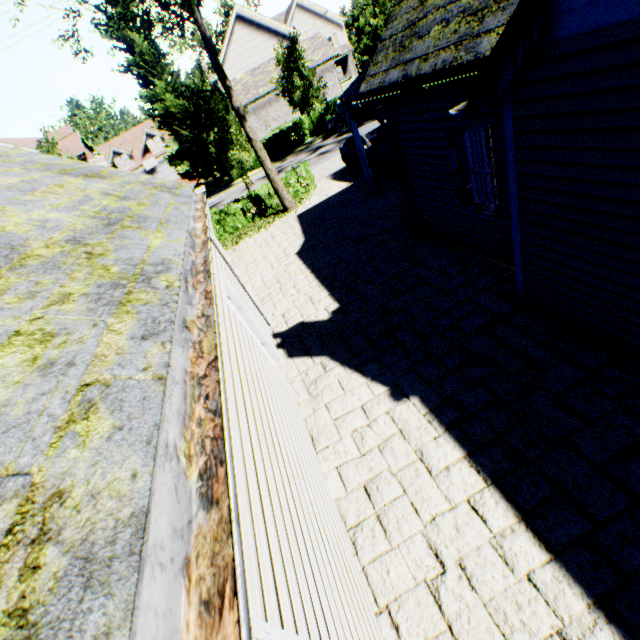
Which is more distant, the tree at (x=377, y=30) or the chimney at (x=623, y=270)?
the tree at (x=377, y=30)

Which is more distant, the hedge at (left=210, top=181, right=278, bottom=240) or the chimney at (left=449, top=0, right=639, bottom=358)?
the hedge at (left=210, top=181, right=278, bottom=240)

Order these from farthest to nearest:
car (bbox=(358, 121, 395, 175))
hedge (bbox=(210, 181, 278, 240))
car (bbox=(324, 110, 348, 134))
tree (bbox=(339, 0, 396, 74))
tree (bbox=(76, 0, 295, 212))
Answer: car (bbox=(324, 110, 348, 134)), tree (bbox=(339, 0, 396, 74)), hedge (bbox=(210, 181, 278, 240)), car (bbox=(358, 121, 395, 175)), tree (bbox=(76, 0, 295, 212))

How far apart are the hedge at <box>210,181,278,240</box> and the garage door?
36.54m

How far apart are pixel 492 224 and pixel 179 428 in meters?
6.4

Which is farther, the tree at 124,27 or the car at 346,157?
the car at 346,157

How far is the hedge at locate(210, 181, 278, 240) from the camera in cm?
1570

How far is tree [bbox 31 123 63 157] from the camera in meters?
14.3
